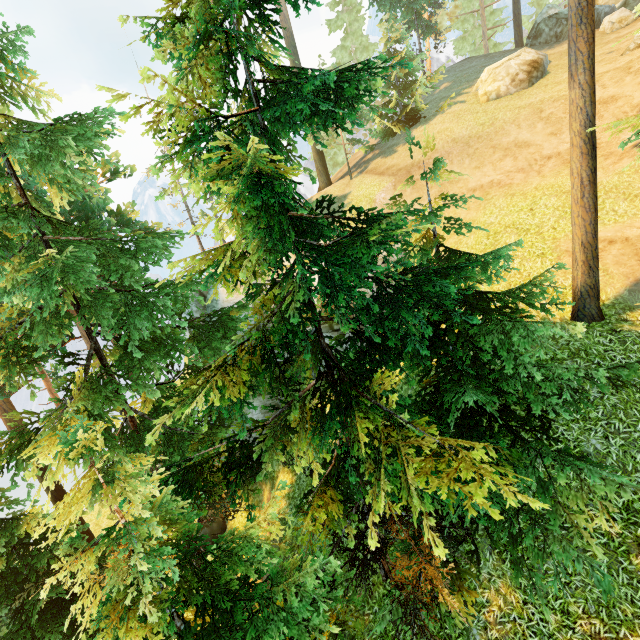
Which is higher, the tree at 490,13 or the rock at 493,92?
the tree at 490,13

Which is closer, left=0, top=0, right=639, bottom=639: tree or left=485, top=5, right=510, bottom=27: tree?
left=0, top=0, right=639, bottom=639: tree

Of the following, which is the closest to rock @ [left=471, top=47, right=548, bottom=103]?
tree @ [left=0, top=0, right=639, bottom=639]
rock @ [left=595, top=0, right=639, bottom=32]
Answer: rock @ [left=595, top=0, right=639, bottom=32]

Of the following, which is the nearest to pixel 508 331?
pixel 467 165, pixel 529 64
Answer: pixel 467 165

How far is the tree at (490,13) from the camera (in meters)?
32.78

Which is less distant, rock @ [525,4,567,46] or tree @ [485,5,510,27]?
rock @ [525,4,567,46]

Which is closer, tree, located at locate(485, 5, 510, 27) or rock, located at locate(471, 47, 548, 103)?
rock, located at locate(471, 47, 548, 103)
